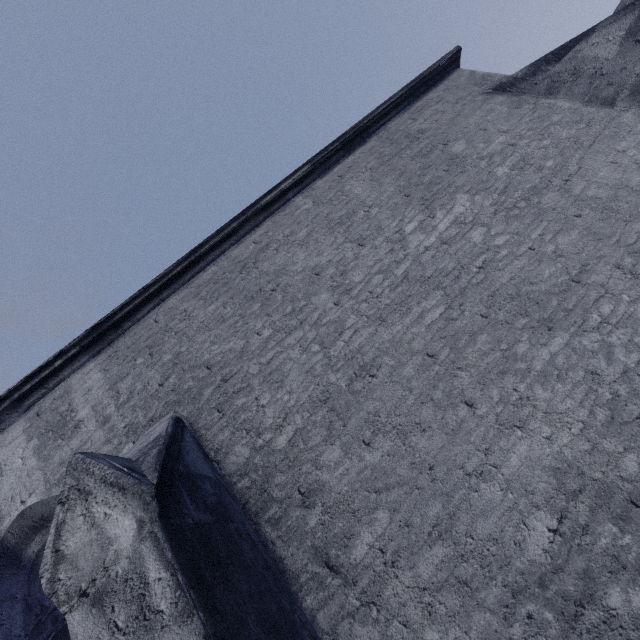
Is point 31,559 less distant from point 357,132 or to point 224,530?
point 224,530
